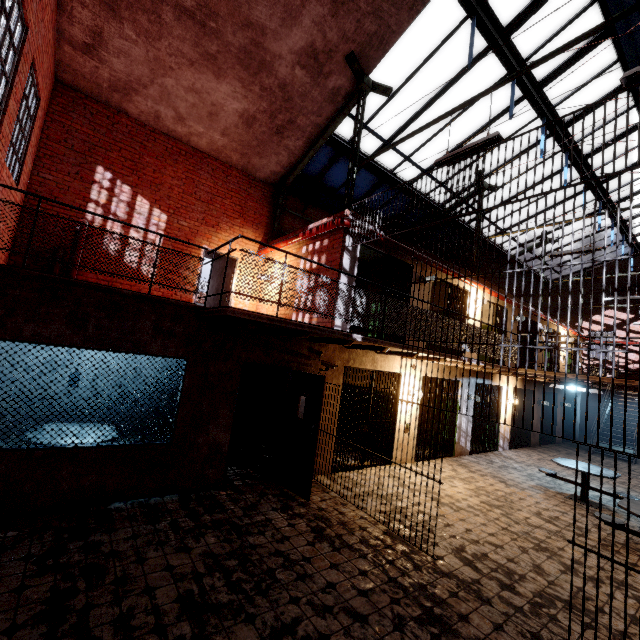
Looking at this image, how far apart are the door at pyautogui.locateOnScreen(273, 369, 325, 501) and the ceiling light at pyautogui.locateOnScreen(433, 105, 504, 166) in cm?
447

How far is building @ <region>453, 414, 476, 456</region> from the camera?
10.2 meters

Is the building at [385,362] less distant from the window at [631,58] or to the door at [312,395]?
the door at [312,395]

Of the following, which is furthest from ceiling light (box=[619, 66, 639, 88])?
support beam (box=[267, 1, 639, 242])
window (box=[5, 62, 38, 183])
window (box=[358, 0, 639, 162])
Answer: window (box=[5, 62, 38, 183])

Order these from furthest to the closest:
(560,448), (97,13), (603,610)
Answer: (560,448)
(97,13)
(603,610)

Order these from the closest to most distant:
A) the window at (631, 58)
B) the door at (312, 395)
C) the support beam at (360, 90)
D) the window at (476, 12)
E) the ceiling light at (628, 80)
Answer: the ceiling light at (628, 80)
the support beam at (360, 90)
the door at (312, 395)
the window at (476, 12)
the window at (631, 58)

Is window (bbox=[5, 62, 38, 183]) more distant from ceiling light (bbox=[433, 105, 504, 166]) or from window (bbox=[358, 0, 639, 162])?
ceiling light (bbox=[433, 105, 504, 166])

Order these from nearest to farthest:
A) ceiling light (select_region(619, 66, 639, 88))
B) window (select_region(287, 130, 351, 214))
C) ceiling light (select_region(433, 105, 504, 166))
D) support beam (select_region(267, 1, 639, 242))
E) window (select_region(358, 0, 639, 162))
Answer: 1. ceiling light (select_region(619, 66, 639, 88))
2. support beam (select_region(267, 1, 639, 242))
3. ceiling light (select_region(433, 105, 504, 166))
4. window (select_region(358, 0, 639, 162))
5. window (select_region(287, 130, 351, 214))
